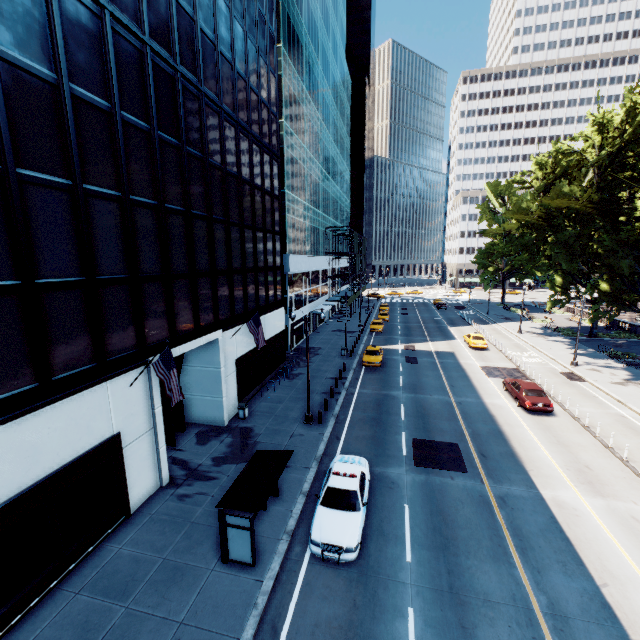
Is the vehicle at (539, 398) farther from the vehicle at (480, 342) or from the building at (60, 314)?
the building at (60, 314)

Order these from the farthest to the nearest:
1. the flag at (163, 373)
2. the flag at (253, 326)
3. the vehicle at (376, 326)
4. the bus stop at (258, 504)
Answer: the vehicle at (376, 326) < the flag at (253, 326) < the flag at (163, 373) < the bus stop at (258, 504)

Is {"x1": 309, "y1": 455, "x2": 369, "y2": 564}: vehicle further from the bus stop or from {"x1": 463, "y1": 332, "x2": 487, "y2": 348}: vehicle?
{"x1": 463, "y1": 332, "x2": 487, "y2": 348}: vehicle

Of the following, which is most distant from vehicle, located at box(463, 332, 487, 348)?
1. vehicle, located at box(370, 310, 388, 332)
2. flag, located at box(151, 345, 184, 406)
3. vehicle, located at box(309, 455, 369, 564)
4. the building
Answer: flag, located at box(151, 345, 184, 406)

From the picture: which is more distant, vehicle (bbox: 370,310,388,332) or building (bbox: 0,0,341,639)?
vehicle (bbox: 370,310,388,332)

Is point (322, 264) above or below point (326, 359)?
above

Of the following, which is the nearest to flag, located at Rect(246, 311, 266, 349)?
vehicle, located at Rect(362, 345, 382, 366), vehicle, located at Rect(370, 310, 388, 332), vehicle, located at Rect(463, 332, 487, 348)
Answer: vehicle, located at Rect(362, 345, 382, 366)

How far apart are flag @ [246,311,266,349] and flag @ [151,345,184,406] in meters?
8.0
